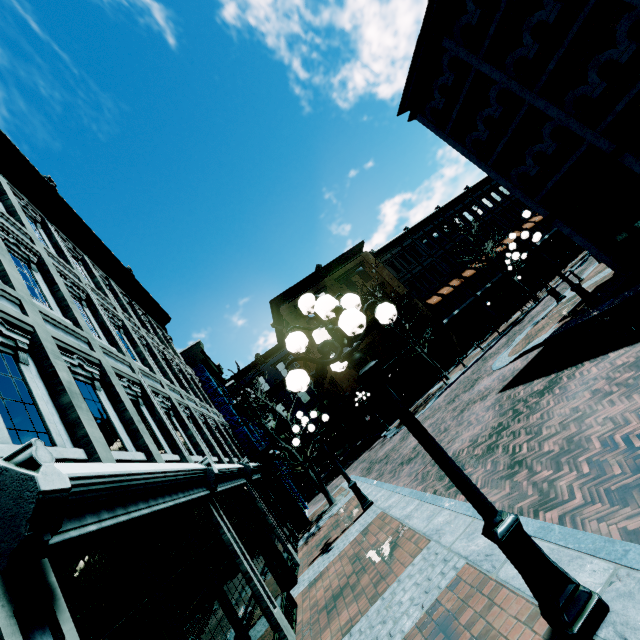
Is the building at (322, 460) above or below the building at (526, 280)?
below

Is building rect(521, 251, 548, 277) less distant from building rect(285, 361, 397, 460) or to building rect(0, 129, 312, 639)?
building rect(285, 361, 397, 460)

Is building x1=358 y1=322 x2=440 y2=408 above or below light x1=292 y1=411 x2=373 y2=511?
above

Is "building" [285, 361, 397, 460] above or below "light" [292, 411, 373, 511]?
above

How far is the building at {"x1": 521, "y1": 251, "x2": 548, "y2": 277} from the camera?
33.5 meters

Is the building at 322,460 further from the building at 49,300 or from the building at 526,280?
the building at 526,280

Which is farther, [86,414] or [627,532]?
[86,414]
